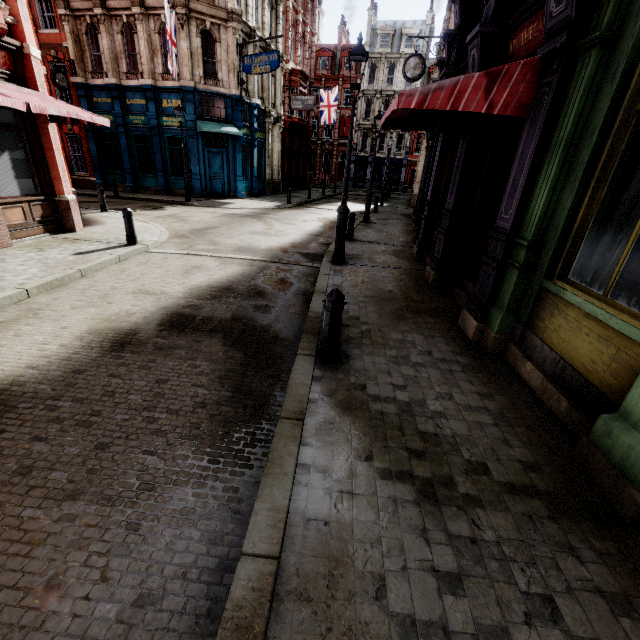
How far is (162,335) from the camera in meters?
4.7

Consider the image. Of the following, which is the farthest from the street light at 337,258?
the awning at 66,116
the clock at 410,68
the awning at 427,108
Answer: the clock at 410,68

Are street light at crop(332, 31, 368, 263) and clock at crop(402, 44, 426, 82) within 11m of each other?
yes

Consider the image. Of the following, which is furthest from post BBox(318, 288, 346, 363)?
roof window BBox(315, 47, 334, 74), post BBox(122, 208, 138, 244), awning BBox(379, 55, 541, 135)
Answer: roof window BBox(315, 47, 334, 74)

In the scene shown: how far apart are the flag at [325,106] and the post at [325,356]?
34.0m

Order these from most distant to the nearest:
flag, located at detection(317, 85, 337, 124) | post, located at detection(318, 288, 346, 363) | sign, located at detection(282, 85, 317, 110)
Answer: flag, located at detection(317, 85, 337, 124), sign, located at detection(282, 85, 317, 110), post, located at detection(318, 288, 346, 363)

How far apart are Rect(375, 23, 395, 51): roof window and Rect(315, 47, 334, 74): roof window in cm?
562

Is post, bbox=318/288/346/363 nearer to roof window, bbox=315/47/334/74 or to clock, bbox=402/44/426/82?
clock, bbox=402/44/426/82
